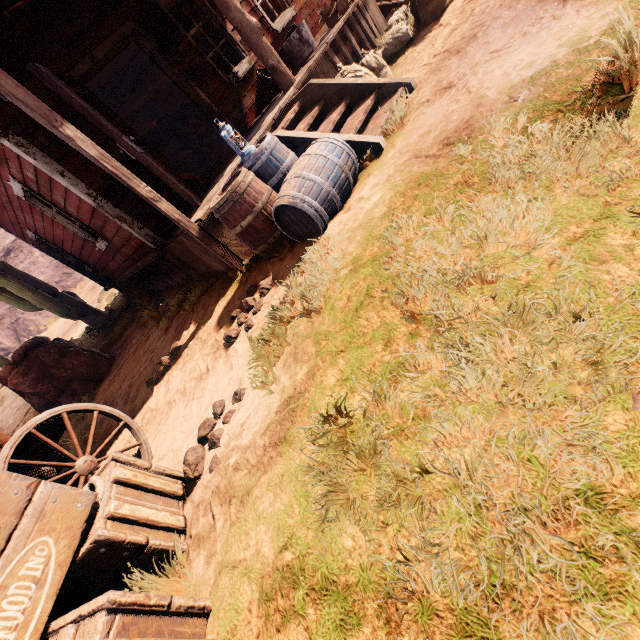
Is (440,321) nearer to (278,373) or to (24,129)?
(278,373)

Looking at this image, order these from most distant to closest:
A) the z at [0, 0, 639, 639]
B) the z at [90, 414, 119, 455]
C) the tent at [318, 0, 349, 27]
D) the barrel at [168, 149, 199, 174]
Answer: the barrel at [168, 149, 199, 174] → the tent at [318, 0, 349, 27] → the z at [90, 414, 119, 455] → the z at [0, 0, 639, 639]

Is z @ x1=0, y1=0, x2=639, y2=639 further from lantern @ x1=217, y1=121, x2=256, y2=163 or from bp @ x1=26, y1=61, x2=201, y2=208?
lantern @ x1=217, y1=121, x2=256, y2=163

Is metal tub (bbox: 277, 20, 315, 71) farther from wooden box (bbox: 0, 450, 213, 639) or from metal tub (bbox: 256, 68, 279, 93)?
wooden box (bbox: 0, 450, 213, 639)

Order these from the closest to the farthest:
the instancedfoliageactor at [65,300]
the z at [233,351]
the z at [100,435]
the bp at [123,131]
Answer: the z at [233,351], the bp at [123,131], the z at [100,435], the instancedfoliageactor at [65,300]

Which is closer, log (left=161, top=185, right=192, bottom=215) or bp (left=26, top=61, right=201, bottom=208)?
bp (left=26, top=61, right=201, bottom=208)

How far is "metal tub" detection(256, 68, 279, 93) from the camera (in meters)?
6.39

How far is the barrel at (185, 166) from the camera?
11.6m
